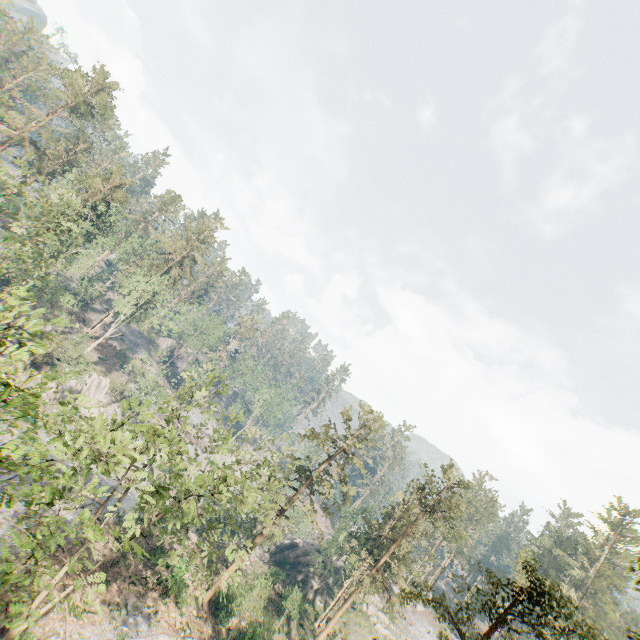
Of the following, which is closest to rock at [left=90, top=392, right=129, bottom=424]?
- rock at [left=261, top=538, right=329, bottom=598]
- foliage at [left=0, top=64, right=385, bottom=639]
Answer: foliage at [left=0, top=64, right=385, bottom=639]

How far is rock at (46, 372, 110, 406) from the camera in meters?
44.0 m

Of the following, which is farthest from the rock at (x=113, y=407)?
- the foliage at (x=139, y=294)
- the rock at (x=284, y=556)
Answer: the rock at (x=284, y=556)

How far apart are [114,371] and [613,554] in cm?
9572

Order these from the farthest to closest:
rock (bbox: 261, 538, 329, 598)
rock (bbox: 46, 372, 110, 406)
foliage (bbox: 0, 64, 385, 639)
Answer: rock (bbox: 261, 538, 329, 598) < rock (bbox: 46, 372, 110, 406) < foliage (bbox: 0, 64, 385, 639)

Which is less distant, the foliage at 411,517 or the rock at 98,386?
the foliage at 411,517

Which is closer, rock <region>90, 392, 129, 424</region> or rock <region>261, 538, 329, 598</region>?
rock <region>90, 392, 129, 424</region>
